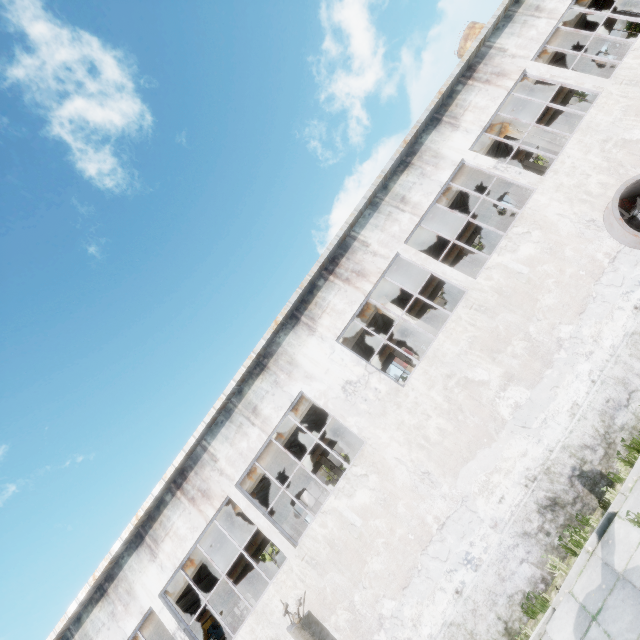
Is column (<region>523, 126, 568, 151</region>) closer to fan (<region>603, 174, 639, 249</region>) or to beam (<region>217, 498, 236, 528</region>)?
beam (<region>217, 498, 236, 528</region>)

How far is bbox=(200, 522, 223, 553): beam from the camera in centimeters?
1294cm

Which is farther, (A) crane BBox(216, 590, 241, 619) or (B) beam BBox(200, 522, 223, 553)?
(A) crane BBox(216, 590, 241, 619)

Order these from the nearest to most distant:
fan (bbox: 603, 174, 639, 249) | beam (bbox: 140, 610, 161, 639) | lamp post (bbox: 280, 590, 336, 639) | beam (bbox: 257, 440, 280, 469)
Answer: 1. lamp post (bbox: 280, 590, 336, 639)
2. fan (bbox: 603, 174, 639, 249)
3. beam (bbox: 140, 610, 161, 639)
4. beam (bbox: 257, 440, 280, 469)

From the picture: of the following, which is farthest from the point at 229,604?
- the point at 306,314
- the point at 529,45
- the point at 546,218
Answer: the point at 529,45

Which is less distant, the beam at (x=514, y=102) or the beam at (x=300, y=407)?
→ the beam at (x=300, y=407)

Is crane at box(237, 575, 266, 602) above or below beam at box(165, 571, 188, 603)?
below

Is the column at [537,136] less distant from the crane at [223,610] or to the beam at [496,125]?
the beam at [496,125]
